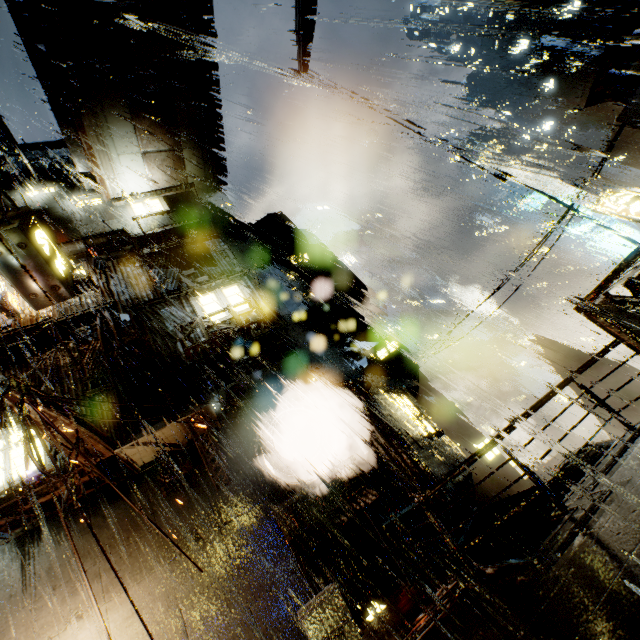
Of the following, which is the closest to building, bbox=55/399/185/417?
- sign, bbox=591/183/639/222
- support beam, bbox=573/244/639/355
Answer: support beam, bbox=573/244/639/355

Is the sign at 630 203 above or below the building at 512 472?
above

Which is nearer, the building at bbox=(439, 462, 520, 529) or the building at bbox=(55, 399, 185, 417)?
the building at bbox=(439, 462, 520, 529)

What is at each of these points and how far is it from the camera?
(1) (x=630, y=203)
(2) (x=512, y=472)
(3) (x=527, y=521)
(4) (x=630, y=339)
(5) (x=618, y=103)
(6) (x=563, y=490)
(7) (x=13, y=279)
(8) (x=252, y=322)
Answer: (1) sign, 13.8m
(2) building, 22.5m
(3) building, 8.3m
(4) support beam, 3.0m
(5) building, 52.0m
(6) building, 8.8m
(7) sign, 5.4m
(8) building, 12.0m

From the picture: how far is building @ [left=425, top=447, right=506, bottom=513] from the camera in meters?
9.8

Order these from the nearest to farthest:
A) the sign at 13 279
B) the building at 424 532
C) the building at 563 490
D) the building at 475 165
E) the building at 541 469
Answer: the sign at 13 279, the building at 563 490, the building at 424 532, the building at 475 165, the building at 541 469

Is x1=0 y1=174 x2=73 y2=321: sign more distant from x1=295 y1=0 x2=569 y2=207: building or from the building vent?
the building vent
